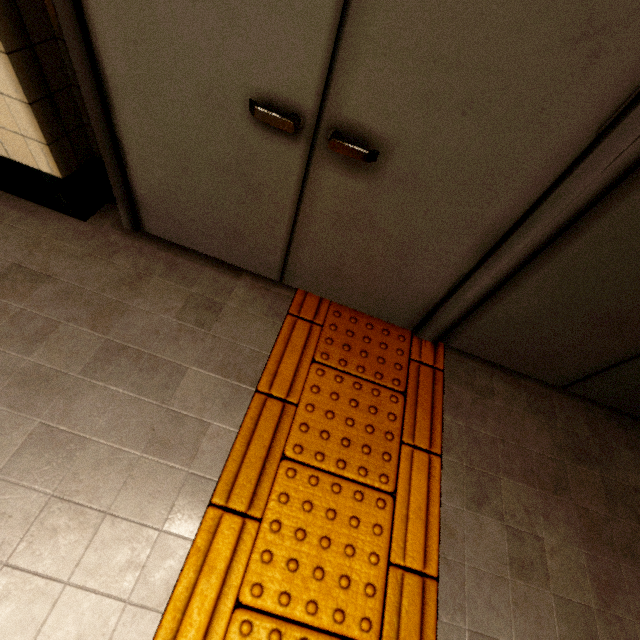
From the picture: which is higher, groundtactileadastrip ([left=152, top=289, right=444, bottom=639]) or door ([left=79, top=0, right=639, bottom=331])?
door ([left=79, top=0, right=639, bottom=331])

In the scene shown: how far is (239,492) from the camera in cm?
119

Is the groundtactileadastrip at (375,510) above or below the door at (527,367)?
below

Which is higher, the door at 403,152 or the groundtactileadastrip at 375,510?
the door at 403,152

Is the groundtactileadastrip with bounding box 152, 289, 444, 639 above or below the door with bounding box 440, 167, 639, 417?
below

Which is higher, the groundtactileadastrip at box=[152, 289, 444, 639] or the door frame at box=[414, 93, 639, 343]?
the door frame at box=[414, 93, 639, 343]
